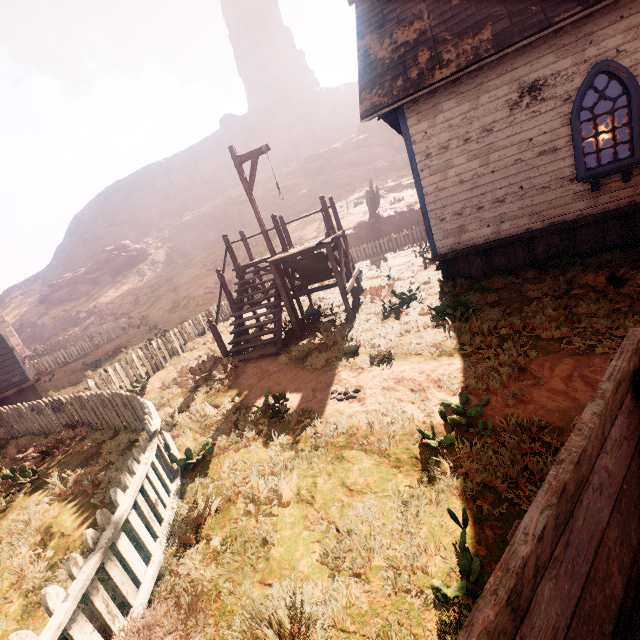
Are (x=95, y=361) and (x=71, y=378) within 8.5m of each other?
yes

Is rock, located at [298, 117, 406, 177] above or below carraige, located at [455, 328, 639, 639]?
above

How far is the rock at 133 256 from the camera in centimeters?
4403cm

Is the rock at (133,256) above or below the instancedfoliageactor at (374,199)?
above

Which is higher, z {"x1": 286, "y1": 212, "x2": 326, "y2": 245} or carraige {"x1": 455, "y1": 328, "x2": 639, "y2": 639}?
z {"x1": 286, "y1": 212, "x2": 326, "y2": 245}

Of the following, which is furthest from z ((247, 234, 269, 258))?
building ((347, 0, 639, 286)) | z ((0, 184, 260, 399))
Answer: building ((347, 0, 639, 286))

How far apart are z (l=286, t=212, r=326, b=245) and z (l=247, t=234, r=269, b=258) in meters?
4.0

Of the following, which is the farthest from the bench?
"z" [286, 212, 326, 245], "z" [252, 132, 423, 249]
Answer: "z" [252, 132, 423, 249]
